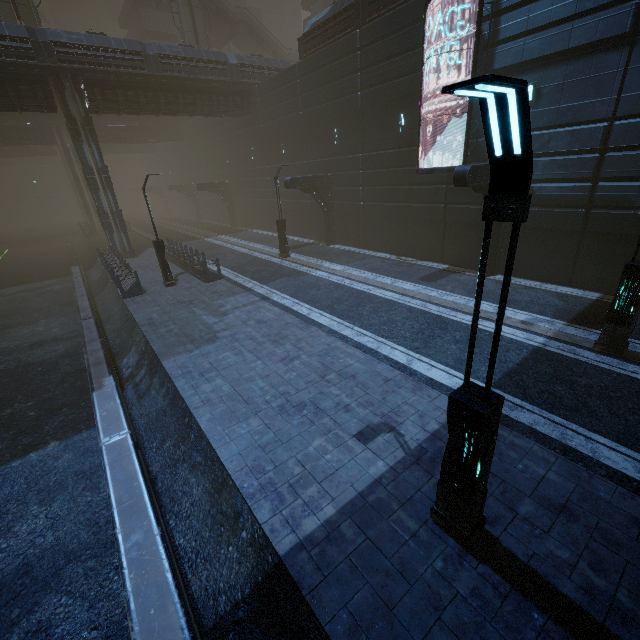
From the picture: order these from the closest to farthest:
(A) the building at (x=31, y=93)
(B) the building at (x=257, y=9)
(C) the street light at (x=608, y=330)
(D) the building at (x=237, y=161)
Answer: (C) the street light at (x=608, y=330)
(D) the building at (x=237, y=161)
(A) the building at (x=31, y=93)
(B) the building at (x=257, y=9)

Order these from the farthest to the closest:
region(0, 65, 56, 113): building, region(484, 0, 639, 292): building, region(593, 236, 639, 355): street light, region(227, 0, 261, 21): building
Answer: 1. region(227, 0, 261, 21): building
2. region(0, 65, 56, 113): building
3. region(484, 0, 639, 292): building
4. region(593, 236, 639, 355): street light

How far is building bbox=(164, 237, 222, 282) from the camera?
17.8 meters

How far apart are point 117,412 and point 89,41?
24.67m

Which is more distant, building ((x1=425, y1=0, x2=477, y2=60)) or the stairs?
the stairs

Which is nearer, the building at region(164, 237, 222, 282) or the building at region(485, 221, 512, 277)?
the building at region(485, 221, 512, 277)

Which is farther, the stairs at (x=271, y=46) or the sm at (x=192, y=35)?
the stairs at (x=271, y=46)

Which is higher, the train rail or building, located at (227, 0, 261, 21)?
building, located at (227, 0, 261, 21)
